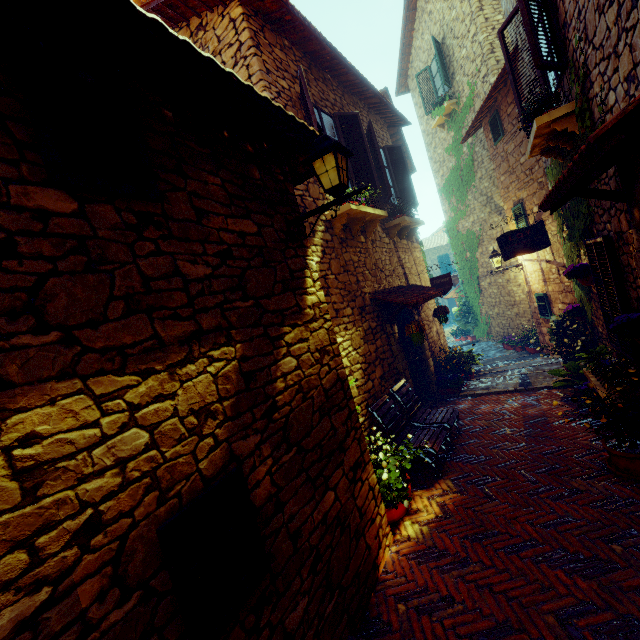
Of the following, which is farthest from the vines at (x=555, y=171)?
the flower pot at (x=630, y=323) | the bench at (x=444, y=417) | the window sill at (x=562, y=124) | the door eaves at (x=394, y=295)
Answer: the bench at (x=444, y=417)

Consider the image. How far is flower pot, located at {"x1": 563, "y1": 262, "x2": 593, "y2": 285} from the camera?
5.2m

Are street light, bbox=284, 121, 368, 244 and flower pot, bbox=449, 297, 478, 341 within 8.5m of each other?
no

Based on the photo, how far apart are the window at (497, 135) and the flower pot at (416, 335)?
6.2m

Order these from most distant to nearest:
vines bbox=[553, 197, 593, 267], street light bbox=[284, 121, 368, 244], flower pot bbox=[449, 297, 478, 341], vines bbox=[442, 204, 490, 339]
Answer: flower pot bbox=[449, 297, 478, 341] → vines bbox=[442, 204, 490, 339] → vines bbox=[553, 197, 593, 267] → street light bbox=[284, 121, 368, 244]

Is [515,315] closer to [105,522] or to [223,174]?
[223,174]

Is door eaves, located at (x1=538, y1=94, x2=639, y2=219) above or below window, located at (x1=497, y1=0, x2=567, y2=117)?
below

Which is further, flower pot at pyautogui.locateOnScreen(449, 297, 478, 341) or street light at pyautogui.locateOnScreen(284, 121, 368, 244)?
flower pot at pyautogui.locateOnScreen(449, 297, 478, 341)
